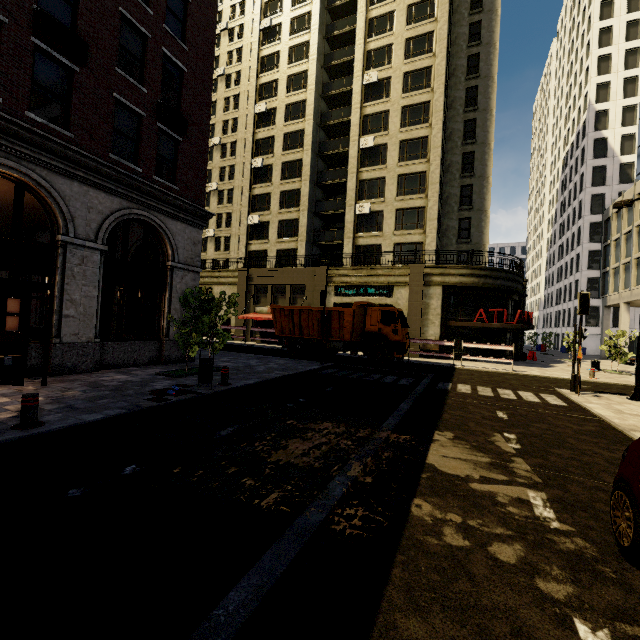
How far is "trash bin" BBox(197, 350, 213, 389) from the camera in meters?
9.2 m

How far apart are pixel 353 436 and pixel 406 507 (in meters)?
2.40

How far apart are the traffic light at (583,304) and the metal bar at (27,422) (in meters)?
16.07

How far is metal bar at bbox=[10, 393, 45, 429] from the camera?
5.5 meters

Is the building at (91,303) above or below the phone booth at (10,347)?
above

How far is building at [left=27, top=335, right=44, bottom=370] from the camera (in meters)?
9.41

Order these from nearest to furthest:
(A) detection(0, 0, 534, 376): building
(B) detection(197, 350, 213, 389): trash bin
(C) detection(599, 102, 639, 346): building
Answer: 1. (B) detection(197, 350, 213, 389): trash bin
2. (A) detection(0, 0, 534, 376): building
3. (C) detection(599, 102, 639, 346): building

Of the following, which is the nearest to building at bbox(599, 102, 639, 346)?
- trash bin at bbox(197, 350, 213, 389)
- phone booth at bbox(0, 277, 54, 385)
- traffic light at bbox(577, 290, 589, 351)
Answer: phone booth at bbox(0, 277, 54, 385)
